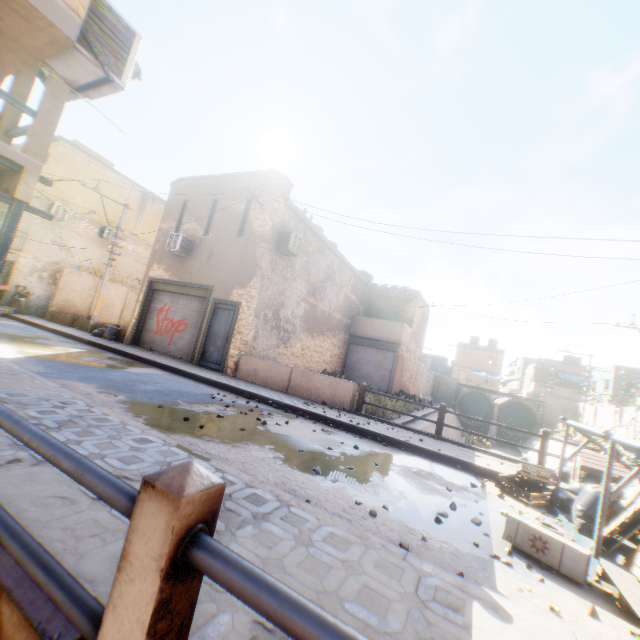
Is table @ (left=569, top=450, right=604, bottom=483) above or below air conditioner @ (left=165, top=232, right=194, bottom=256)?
below

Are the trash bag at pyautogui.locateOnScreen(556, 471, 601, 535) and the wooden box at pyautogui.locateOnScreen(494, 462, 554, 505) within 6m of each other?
yes

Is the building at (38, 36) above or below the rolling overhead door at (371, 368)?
above

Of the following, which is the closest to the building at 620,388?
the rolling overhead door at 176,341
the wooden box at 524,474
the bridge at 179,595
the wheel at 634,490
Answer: the rolling overhead door at 176,341

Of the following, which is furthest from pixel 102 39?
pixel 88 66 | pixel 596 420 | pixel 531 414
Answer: pixel 531 414

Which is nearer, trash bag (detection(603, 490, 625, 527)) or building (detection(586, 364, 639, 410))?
trash bag (detection(603, 490, 625, 527))

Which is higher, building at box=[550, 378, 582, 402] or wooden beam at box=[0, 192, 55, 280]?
building at box=[550, 378, 582, 402]

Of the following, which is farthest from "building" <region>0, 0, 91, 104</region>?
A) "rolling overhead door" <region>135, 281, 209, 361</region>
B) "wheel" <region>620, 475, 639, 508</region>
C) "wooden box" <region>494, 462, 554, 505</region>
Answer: "wooden box" <region>494, 462, 554, 505</region>
